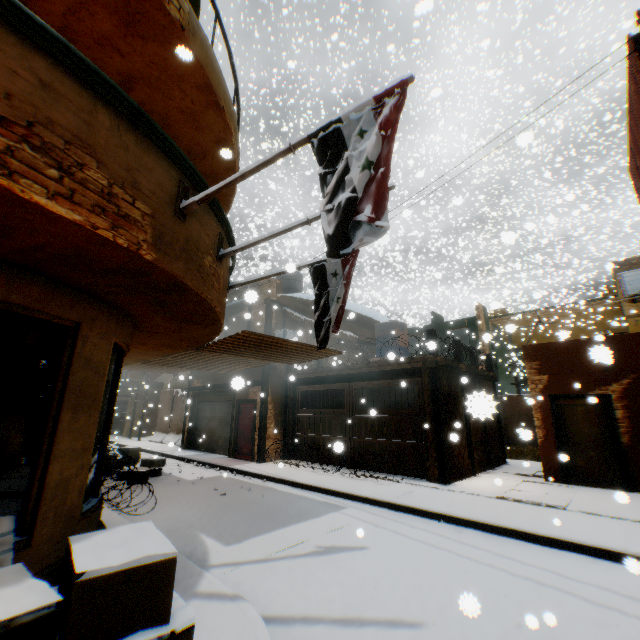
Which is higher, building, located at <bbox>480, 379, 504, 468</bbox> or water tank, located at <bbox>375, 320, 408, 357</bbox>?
water tank, located at <bbox>375, 320, 408, 357</bbox>

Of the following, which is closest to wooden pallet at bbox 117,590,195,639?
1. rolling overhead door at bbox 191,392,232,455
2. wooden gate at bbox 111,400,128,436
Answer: rolling overhead door at bbox 191,392,232,455

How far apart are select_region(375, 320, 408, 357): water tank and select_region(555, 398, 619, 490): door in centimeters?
168cm

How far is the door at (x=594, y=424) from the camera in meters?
8.8 m

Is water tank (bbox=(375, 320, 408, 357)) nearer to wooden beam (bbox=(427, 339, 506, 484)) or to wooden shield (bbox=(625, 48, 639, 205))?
wooden beam (bbox=(427, 339, 506, 484))

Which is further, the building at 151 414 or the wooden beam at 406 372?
the building at 151 414

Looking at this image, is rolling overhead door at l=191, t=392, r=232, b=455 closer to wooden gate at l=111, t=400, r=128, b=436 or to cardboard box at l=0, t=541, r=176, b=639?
wooden gate at l=111, t=400, r=128, b=436

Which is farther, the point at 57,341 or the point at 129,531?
the point at 57,341
